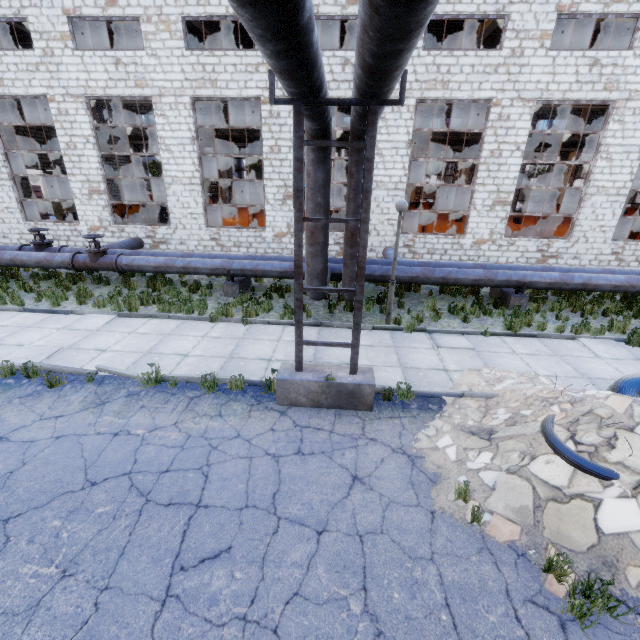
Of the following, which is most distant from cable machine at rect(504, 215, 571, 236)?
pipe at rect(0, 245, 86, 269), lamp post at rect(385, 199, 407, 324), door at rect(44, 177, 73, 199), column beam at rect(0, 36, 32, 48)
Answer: door at rect(44, 177, 73, 199)

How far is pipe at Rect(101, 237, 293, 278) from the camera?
10.9m

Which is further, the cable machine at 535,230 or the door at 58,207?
the door at 58,207

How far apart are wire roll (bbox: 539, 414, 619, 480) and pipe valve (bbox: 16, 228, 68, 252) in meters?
15.7

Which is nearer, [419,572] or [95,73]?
[419,572]

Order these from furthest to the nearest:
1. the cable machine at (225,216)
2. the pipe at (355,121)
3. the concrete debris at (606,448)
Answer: the cable machine at (225,216)
the pipe at (355,121)
the concrete debris at (606,448)

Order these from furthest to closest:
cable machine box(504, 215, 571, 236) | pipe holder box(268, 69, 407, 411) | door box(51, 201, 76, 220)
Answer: door box(51, 201, 76, 220) → cable machine box(504, 215, 571, 236) → pipe holder box(268, 69, 407, 411)

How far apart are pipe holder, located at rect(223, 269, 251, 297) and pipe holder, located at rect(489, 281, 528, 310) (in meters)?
9.18
